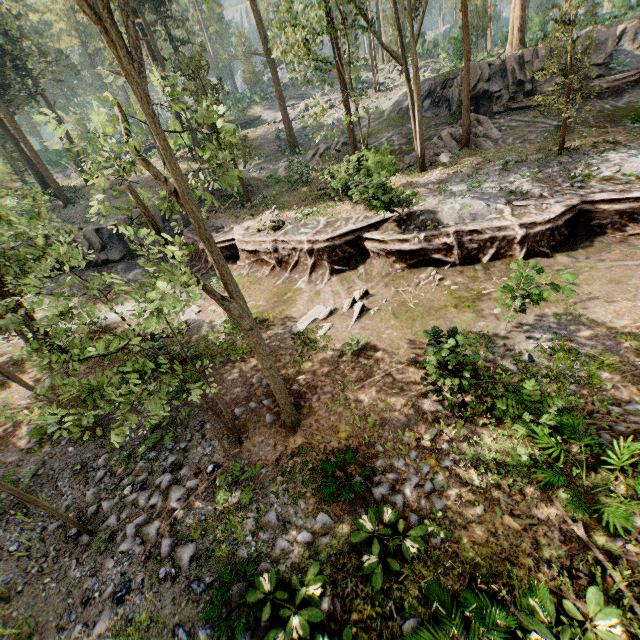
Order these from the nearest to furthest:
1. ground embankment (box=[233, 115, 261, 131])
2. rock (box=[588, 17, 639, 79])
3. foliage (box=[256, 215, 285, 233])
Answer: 1. foliage (box=[256, 215, 285, 233])
2. rock (box=[588, 17, 639, 79])
3. ground embankment (box=[233, 115, 261, 131])

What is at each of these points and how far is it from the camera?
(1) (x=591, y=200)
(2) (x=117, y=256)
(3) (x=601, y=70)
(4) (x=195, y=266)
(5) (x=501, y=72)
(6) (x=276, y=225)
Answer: (1) ground embankment, 12.54m
(2) rock, 25.44m
(3) rock, 22.59m
(4) ground embankment, 22.19m
(5) rock, 24.36m
(6) foliage, 18.22m

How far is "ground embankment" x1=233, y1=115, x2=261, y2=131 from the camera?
49.29m

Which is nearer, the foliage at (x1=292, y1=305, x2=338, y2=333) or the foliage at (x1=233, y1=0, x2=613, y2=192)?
the foliage at (x1=292, y1=305, x2=338, y2=333)

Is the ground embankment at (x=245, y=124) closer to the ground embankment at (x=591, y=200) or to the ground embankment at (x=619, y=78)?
the ground embankment at (x=591, y=200)

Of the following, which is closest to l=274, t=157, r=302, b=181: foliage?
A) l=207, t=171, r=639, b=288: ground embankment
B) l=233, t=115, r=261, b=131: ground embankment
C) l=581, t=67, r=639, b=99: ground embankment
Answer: l=207, t=171, r=639, b=288: ground embankment

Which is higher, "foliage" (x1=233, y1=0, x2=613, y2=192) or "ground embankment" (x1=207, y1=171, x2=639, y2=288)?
"foliage" (x1=233, y1=0, x2=613, y2=192)

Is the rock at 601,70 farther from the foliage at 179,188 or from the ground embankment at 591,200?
the ground embankment at 591,200
